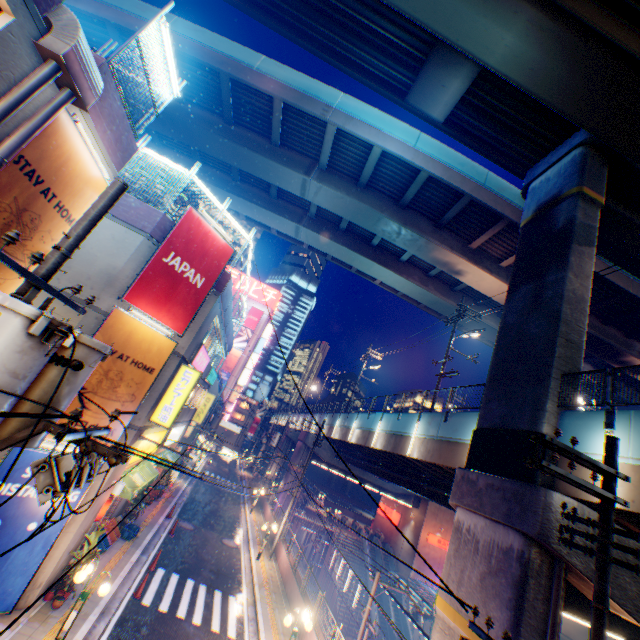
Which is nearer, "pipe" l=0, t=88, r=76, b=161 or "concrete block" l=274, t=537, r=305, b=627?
"pipe" l=0, t=88, r=76, b=161

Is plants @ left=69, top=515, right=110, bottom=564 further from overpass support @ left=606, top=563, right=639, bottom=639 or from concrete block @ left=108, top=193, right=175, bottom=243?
overpass support @ left=606, top=563, right=639, bottom=639

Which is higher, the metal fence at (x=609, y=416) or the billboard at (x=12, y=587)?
the metal fence at (x=609, y=416)

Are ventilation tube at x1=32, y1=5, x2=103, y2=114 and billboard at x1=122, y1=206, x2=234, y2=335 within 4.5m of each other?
no

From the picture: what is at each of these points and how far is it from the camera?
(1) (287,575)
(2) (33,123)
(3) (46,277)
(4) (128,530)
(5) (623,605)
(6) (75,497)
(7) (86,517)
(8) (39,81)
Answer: (1) concrete block, 19.20m
(2) pipe, 5.49m
(3) electric pole, 4.39m
(4) plastic crate, 17.14m
(5) overpass support, 8.48m
(6) billboard, 10.34m
(7) building, 11.00m
(8) pipe, 5.22m

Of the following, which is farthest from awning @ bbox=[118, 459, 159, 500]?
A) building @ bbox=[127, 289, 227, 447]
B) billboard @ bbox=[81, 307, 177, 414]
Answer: billboard @ bbox=[81, 307, 177, 414]

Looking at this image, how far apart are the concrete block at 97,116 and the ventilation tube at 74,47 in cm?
2

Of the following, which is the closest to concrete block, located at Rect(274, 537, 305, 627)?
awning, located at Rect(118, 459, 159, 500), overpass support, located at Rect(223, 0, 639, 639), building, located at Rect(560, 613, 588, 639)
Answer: overpass support, located at Rect(223, 0, 639, 639)
